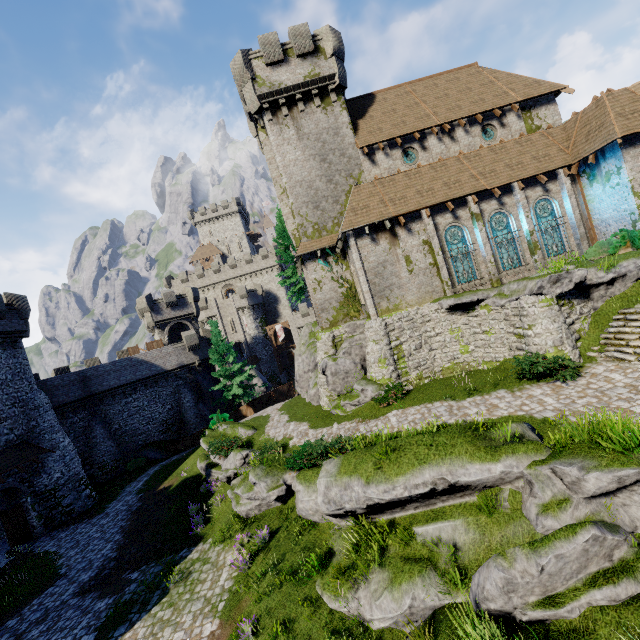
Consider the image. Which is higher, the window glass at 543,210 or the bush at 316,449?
the window glass at 543,210

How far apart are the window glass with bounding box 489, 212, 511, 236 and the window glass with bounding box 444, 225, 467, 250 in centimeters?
154cm

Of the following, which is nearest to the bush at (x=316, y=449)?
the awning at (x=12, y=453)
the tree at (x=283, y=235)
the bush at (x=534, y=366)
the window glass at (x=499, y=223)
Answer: the bush at (x=534, y=366)

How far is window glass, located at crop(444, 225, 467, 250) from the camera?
20.2 meters

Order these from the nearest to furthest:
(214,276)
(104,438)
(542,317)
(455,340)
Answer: (542,317) < (455,340) < (104,438) < (214,276)

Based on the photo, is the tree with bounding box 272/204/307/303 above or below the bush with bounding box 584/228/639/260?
above

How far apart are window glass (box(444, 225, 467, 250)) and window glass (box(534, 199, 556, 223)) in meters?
4.5 m

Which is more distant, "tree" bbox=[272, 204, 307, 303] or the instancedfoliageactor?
"tree" bbox=[272, 204, 307, 303]
